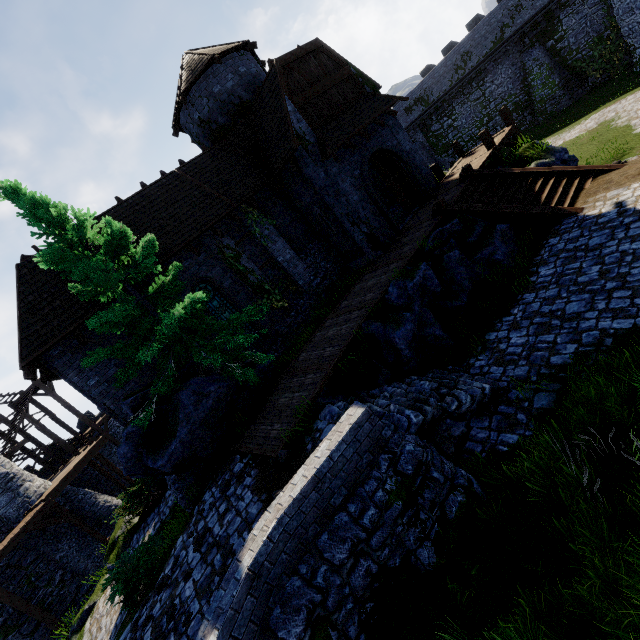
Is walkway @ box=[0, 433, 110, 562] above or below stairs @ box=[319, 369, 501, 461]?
above

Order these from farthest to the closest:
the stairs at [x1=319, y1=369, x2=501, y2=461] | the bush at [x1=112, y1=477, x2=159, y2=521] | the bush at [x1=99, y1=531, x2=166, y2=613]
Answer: the bush at [x1=112, y1=477, x2=159, y2=521] < the bush at [x1=99, y1=531, x2=166, y2=613] < the stairs at [x1=319, y1=369, x2=501, y2=461]

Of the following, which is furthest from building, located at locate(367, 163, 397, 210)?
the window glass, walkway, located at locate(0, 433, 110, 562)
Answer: walkway, located at locate(0, 433, 110, 562)

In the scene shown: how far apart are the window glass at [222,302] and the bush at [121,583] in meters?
7.3

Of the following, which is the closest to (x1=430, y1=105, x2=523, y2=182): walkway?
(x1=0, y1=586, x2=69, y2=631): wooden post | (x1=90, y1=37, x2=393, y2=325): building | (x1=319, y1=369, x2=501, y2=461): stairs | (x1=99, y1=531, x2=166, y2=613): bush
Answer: (x1=90, y1=37, x2=393, y2=325): building

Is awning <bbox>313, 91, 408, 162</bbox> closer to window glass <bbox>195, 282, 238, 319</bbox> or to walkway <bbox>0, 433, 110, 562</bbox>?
window glass <bbox>195, 282, 238, 319</bbox>

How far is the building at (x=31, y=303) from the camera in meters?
10.4

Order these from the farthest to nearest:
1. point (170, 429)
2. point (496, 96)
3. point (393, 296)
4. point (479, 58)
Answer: Result: point (496, 96) → point (479, 58) → point (393, 296) → point (170, 429)
